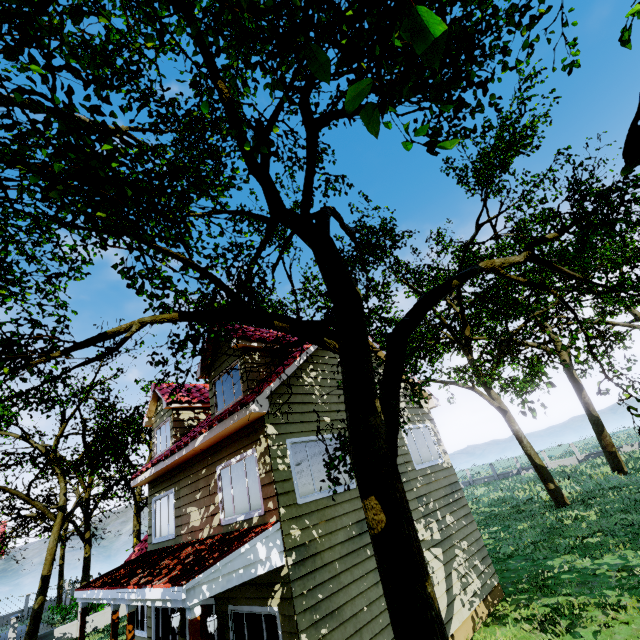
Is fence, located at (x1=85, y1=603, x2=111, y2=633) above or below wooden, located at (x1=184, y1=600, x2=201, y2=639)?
below

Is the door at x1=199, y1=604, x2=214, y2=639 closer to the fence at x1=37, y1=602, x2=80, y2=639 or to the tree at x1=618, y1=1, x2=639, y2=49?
the tree at x1=618, y1=1, x2=639, y2=49

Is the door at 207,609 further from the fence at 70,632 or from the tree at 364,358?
the fence at 70,632

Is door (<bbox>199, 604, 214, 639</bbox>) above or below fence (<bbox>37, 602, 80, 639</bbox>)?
above

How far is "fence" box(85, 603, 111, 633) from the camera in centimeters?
2050cm

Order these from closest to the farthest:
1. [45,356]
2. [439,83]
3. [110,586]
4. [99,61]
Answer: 1. [439,83]
2. [45,356]
3. [110,586]
4. [99,61]

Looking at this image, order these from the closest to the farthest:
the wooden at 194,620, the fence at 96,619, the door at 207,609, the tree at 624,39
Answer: the wooden at 194,620 < the tree at 624,39 < the door at 207,609 < the fence at 96,619

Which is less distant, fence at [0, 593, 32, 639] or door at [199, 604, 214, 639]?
door at [199, 604, 214, 639]
